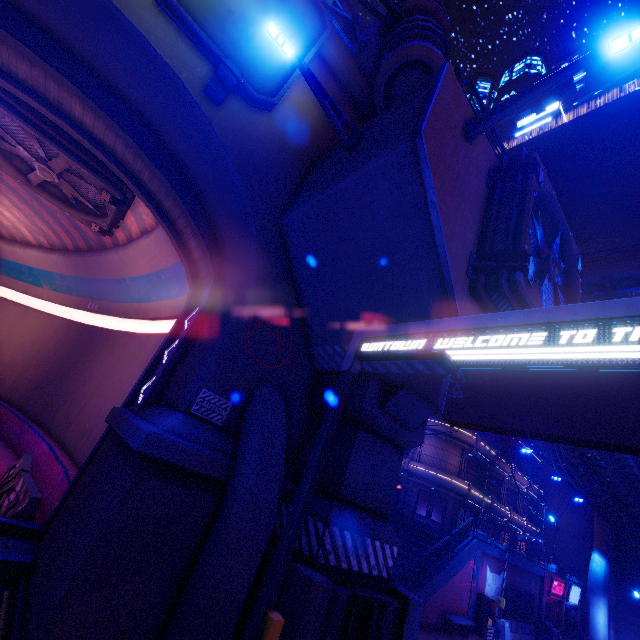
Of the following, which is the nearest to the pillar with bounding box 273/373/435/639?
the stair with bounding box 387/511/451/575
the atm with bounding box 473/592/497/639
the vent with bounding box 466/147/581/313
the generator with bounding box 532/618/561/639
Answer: the vent with bounding box 466/147/581/313

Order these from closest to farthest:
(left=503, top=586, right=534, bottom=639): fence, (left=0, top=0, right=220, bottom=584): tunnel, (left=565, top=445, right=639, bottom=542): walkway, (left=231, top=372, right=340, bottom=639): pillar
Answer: (left=231, top=372, right=340, bottom=639): pillar → (left=0, top=0, right=220, bottom=584): tunnel → (left=565, top=445, right=639, bottom=542): walkway → (left=503, top=586, right=534, bottom=639): fence

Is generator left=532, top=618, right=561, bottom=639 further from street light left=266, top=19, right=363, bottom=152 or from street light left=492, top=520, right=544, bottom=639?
street light left=266, top=19, right=363, bottom=152

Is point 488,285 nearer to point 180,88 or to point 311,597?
point 311,597

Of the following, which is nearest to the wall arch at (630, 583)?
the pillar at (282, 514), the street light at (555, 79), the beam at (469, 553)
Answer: the beam at (469, 553)

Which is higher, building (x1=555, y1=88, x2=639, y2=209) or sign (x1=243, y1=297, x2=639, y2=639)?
building (x1=555, y1=88, x2=639, y2=209)

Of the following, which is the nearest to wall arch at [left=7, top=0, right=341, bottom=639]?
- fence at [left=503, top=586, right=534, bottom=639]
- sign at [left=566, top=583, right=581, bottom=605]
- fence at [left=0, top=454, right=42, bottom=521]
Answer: fence at [left=0, top=454, right=42, bottom=521]

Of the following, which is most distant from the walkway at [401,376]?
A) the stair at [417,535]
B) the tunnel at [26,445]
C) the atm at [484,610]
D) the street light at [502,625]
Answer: the atm at [484,610]
